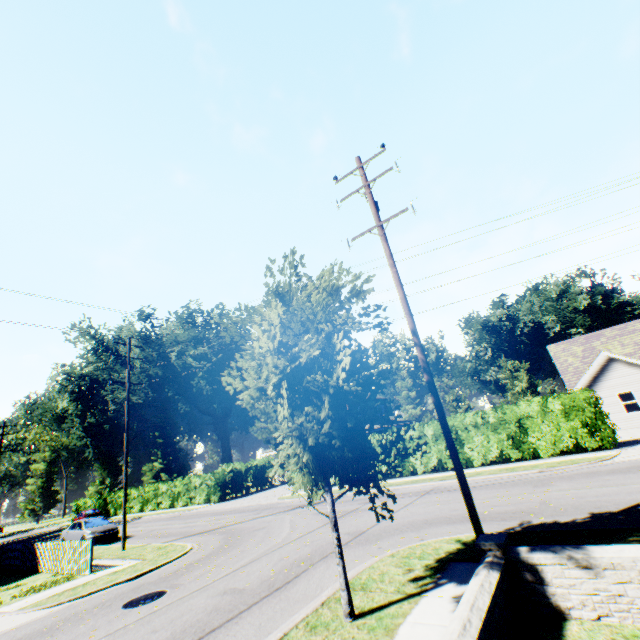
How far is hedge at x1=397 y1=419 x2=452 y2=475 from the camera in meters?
20.7 m

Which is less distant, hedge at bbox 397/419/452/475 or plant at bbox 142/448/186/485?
hedge at bbox 397/419/452/475

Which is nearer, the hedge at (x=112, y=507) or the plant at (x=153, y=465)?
the hedge at (x=112, y=507)

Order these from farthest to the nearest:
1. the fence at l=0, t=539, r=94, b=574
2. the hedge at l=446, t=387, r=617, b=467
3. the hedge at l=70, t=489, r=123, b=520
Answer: the hedge at l=70, t=489, r=123, b=520 → the hedge at l=446, t=387, r=617, b=467 → the fence at l=0, t=539, r=94, b=574

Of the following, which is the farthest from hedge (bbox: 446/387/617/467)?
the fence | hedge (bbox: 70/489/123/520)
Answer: the fence

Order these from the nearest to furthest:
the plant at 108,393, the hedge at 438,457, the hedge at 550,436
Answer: the hedge at 550,436 < the hedge at 438,457 < the plant at 108,393

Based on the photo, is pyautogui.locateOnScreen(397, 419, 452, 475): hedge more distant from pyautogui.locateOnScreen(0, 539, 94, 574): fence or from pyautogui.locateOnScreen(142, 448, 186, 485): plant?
pyautogui.locateOnScreen(142, 448, 186, 485): plant

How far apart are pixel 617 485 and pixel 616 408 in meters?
18.0
